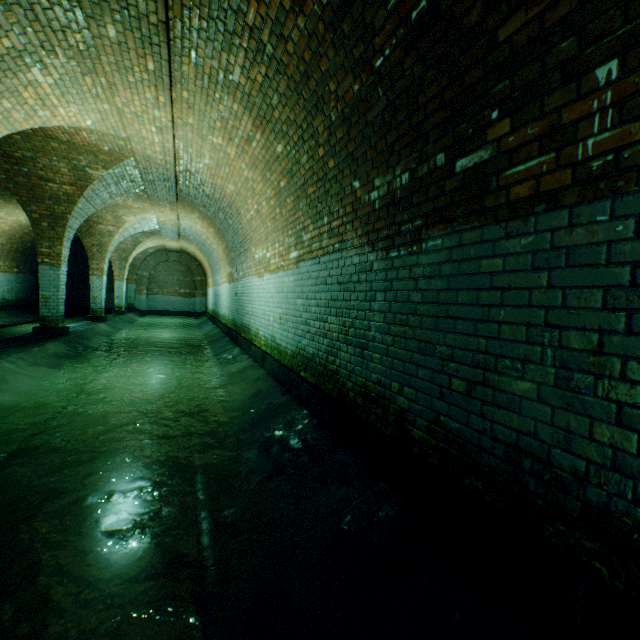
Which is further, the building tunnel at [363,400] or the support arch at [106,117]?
the support arch at [106,117]

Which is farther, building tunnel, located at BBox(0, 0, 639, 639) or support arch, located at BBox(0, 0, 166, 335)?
support arch, located at BBox(0, 0, 166, 335)

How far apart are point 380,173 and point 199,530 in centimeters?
314cm
